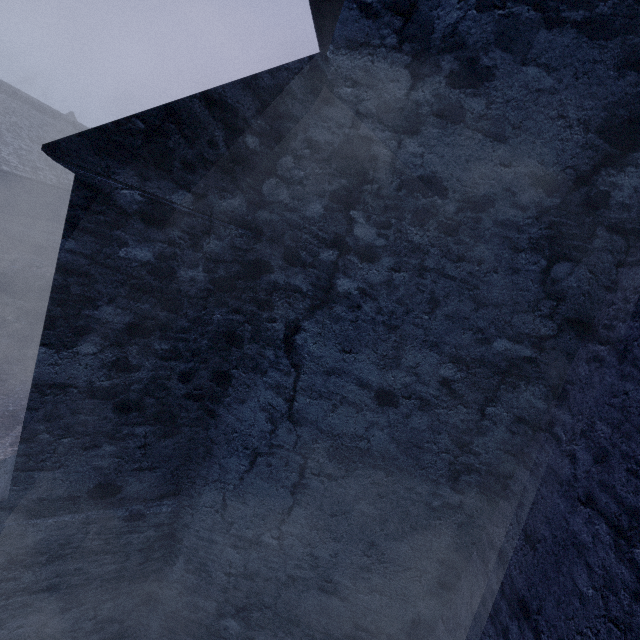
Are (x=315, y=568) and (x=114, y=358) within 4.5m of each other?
yes
